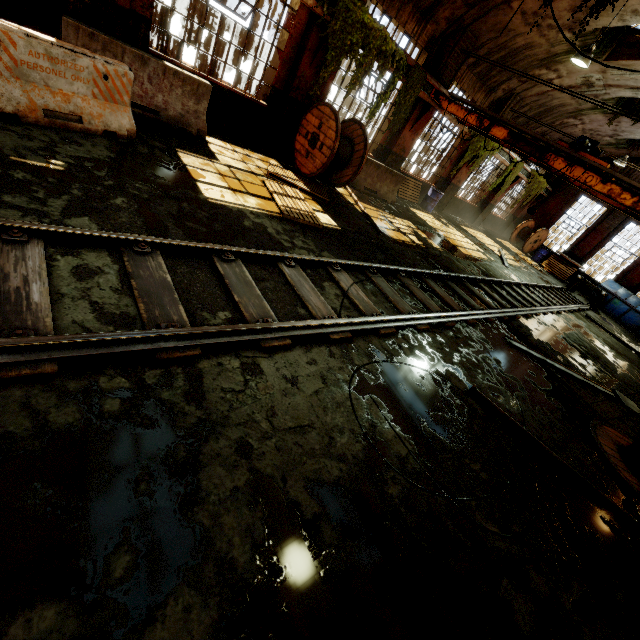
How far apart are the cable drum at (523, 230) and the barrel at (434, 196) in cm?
975

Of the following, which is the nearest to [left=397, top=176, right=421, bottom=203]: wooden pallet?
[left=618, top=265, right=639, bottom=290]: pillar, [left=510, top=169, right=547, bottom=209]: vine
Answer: [left=618, top=265, right=639, bottom=290]: pillar

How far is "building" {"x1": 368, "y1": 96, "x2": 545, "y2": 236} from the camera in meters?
12.1

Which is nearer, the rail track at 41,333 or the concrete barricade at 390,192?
the rail track at 41,333

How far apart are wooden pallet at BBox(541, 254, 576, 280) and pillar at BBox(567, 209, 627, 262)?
1.5m

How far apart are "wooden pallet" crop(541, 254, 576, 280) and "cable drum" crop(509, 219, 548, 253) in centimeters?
186cm

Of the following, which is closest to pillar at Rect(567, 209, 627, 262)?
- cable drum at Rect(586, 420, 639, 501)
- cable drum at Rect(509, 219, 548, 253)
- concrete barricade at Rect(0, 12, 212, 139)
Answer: cable drum at Rect(509, 219, 548, 253)

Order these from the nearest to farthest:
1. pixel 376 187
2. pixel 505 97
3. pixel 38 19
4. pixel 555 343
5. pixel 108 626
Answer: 1. pixel 108 626
2. pixel 38 19
3. pixel 555 343
4. pixel 376 187
5. pixel 505 97
